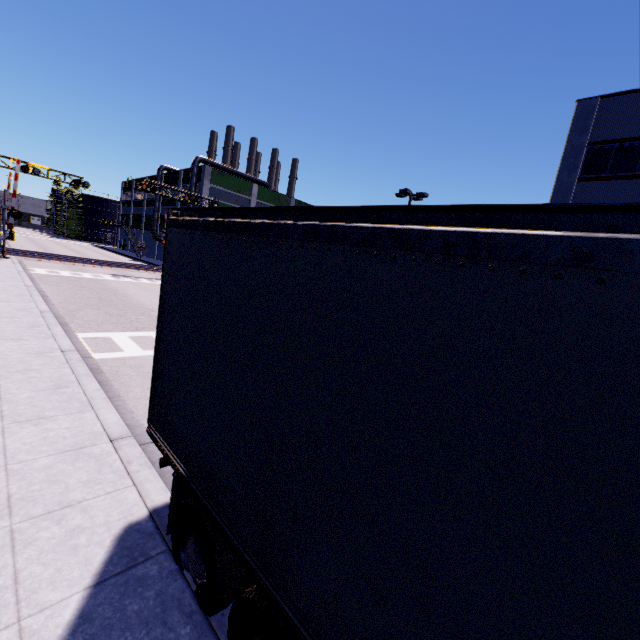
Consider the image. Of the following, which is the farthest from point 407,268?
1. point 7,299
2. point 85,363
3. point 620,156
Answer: point 620,156

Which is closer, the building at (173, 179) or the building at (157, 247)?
the building at (173, 179)

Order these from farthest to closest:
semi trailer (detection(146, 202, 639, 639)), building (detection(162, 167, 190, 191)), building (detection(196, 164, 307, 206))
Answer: building (detection(162, 167, 190, 191)), building (detection(196, 164, 307, 206)), semi trailer (detection(146, 202, 639, 639))

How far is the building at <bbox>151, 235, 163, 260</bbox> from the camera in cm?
5619

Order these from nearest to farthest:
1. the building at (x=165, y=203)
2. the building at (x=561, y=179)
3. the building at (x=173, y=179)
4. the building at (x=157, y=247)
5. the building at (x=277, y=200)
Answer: the building at (x=561, y=179)
the building at (x=277, y=200)
the building at (x=173, y=179)
the building at (x=165, y=203)
the building at (x=157, y=247)
